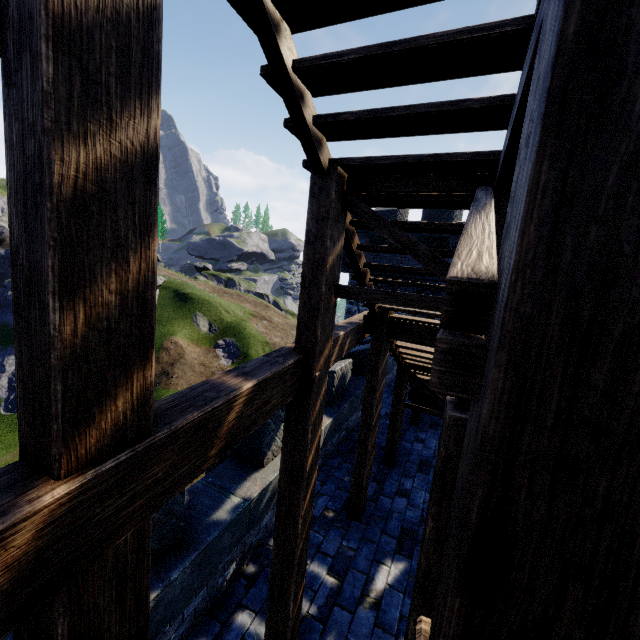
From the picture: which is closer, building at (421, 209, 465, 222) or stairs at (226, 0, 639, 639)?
stairs at (226, 0, 639, 639)

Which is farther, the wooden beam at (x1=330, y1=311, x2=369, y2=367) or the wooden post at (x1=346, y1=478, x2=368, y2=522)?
the wooden post at (x1=346, y1=478, x2=368, y2=522)

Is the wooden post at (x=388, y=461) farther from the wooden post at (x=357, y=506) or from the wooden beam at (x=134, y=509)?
the wooden beam at (x=134, y=509)

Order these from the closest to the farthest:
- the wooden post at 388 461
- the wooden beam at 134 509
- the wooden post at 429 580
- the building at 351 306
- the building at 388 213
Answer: the wooden beam at 134 509, the wooden post at 429 580, the wooden post at 388 461, the building at 388 213, the building at 351 306

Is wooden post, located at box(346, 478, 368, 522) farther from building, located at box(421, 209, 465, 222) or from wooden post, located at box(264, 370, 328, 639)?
building, located at box(421, 209, 465, 222)

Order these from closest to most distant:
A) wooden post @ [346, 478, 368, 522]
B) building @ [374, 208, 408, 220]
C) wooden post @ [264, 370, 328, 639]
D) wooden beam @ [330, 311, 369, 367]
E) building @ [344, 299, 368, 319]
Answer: wooden post @ [264, 370, 328, 639], wooden beam @ [330, 311, 369, 367], wooden post @ [346, 478, 368, 522], building @ [374, 208, 408, 220], building @ [344, 299, 368, 319]

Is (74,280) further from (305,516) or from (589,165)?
(305,516)

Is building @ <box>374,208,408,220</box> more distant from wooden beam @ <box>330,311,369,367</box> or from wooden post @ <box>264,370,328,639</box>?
wooden post @ <box>264,370,328,639</box>
